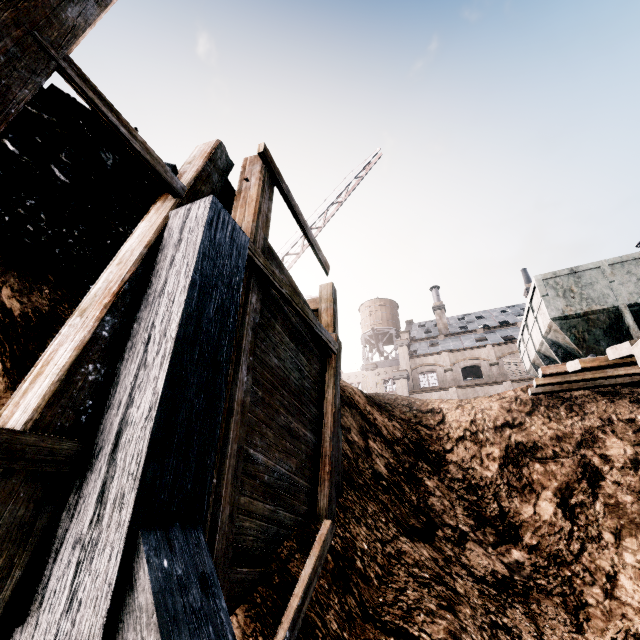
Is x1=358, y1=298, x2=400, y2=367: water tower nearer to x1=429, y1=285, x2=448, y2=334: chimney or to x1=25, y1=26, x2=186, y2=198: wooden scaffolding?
x1=429, y1=285, x2=448, y2=334: chimney

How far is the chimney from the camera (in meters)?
42.12

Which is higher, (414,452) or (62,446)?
(414,452)

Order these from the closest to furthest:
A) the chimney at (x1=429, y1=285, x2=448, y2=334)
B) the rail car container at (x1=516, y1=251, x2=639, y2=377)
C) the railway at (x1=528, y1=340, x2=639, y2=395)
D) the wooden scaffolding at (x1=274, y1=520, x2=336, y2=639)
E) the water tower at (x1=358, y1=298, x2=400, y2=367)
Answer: the wooden scaffolding at (x1=274, y1=520, x2=336, y2=639) < the railway at (x1=528, y1=340, x2=639, y2=395) < the rail car container at (x1=516, y1=251, x2=639, y2=377) < the chimney at (x1=429, y1=285, x2=448, y2=334) < the water tower at (x1=358, y1=298, x2=400, y2=367)

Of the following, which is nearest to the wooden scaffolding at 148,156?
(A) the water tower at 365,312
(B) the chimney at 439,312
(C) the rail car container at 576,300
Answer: (C) the rail car container at 576,300

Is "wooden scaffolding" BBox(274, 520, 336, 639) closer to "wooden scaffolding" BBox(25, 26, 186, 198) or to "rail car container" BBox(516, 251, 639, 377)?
"wooden scaffolding" BBox(25, 26, 186, 198)

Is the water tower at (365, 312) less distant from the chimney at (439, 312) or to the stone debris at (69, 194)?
the chimney at (439, 312)

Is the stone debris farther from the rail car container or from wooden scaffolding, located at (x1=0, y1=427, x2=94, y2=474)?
the rail car container
